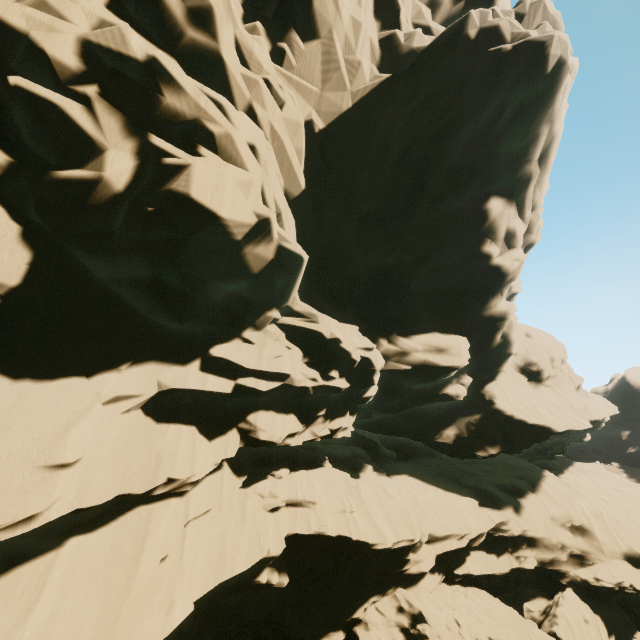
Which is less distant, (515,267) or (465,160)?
(465,160)
